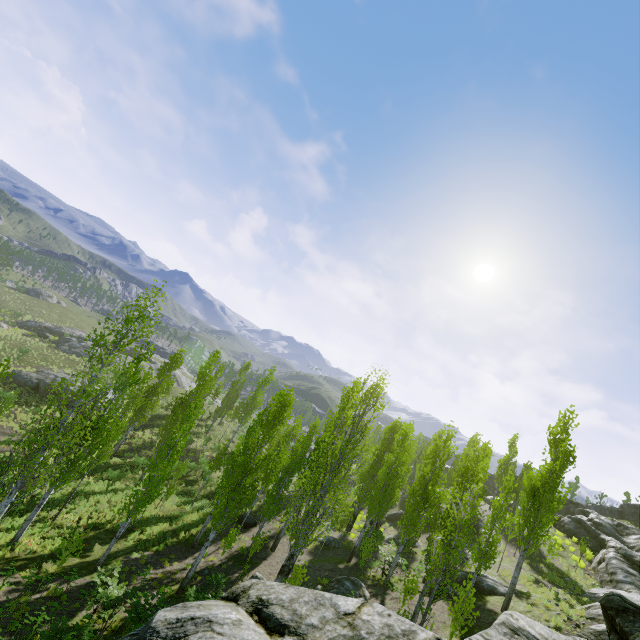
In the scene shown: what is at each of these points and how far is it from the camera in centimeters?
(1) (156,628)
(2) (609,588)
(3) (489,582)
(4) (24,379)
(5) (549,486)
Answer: (1) rock, 472cm
(2) rock, 2377cm
(3) rock, 1861cm
(4) rock, 3538cm
(5) instancedfoliageactor, 1736cm

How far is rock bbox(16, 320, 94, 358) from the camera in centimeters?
5124cm

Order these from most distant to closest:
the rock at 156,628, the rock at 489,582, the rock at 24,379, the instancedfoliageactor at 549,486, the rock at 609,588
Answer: the rock at 24,379, the rock at 489,582, the instancedfoliageactor at 549,486, the rock at 609,588, the rock at 156,628

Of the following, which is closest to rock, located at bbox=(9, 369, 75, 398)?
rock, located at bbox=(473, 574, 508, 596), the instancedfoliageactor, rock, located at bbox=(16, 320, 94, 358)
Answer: the instancedfoliageactor

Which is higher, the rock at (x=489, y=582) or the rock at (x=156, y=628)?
the rock at (x=156, y=628)

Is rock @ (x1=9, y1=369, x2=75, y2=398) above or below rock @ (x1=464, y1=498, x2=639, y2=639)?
below

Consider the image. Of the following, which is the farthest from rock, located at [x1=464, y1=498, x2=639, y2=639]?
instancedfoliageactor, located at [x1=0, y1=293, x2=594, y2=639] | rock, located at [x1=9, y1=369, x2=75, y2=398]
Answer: rock, located at [x1=9, y1=369, x2=75, y2=398]

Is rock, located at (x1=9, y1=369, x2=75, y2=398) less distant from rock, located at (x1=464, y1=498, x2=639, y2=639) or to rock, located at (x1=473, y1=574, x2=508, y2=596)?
rock, located at (x1=464, y1=498, x2=639, y2=639)
